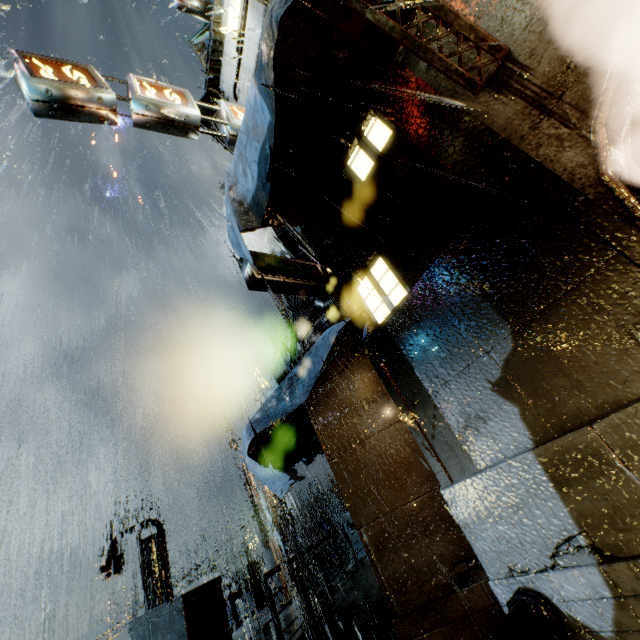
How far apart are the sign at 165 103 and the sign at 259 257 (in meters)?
4.53

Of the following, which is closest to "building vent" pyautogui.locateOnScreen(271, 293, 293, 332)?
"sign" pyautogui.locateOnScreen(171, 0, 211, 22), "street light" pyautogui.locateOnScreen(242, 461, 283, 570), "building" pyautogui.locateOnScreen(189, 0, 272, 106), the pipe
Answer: "building" pyautogui.locateOnScreen(189, 0, 272, 106)

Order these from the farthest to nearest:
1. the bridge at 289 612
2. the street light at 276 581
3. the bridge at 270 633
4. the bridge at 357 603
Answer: the street light at 276 581, the bridge at 289 612, the bridge at 270 633, the bridge at 357 603

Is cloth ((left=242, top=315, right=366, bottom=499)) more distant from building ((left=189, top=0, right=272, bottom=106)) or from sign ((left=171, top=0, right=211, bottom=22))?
sign ((left=171, top=0, right=211, bottom=22))

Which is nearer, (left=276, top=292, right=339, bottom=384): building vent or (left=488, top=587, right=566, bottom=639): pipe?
(left=488, top=587, right=566, bottom=639): pipe

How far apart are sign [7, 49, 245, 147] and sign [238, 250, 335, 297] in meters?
4.5 m

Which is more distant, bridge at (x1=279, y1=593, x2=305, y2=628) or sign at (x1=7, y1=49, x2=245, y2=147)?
A: bridge at (x1=279, y1=593, x2=305, y2=628)

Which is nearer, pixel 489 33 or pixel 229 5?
pixel 489 33
